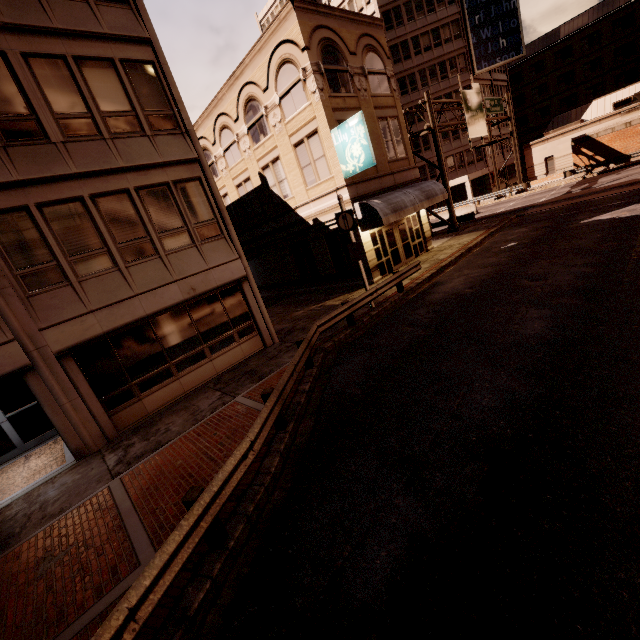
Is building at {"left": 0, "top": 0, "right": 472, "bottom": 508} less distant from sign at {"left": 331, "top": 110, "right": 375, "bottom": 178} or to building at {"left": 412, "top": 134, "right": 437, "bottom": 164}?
sign at {"left": 331, "top": 110, "right": 375, "bottom": 178}

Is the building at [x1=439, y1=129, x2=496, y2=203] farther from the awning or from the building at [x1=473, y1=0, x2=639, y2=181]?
the awning

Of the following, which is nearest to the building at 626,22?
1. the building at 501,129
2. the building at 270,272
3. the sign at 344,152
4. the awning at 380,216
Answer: the building at 501,129

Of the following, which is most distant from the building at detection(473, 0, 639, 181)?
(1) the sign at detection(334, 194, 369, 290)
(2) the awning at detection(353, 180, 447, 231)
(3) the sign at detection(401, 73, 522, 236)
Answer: (1) the sign at detection(334, 194, 369, 290)

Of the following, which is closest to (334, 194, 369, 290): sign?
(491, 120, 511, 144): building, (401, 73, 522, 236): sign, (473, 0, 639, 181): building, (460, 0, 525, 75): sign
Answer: (401, 73, 522, 236): sign

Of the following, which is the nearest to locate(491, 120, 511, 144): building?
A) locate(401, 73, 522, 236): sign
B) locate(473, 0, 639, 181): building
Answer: locate(473, 0, 639, 181): building

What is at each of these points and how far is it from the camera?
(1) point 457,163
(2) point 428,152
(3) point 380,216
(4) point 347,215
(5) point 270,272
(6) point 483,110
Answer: (1) building, 45.0m
(2) building, 44.6m
(3) awning, 15.8m
(4) sign, 12.7m
(5) building, 25.0m
(6) sign, 29.4m

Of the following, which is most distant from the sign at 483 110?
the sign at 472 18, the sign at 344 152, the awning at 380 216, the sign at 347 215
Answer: the sign at 347 215
